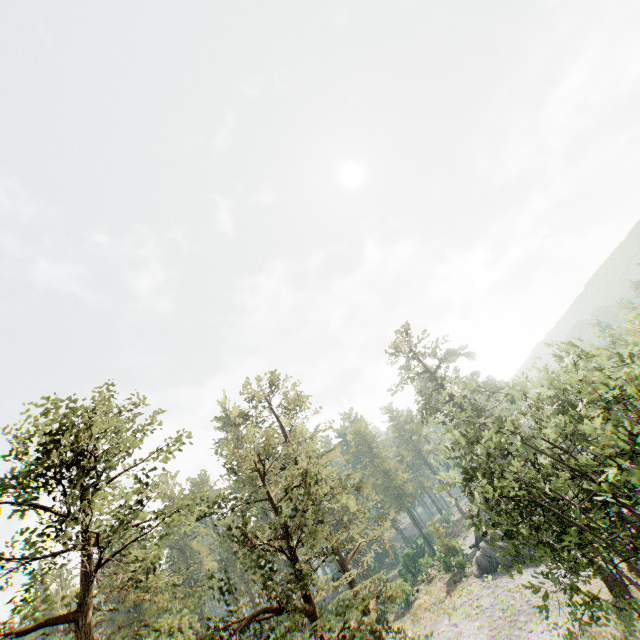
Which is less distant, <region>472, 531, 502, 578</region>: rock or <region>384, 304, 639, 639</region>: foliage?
<region>384, 304, 639, 639</region>: foliage

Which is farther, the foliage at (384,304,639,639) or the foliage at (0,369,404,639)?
the foliage at (384,304,639,639)

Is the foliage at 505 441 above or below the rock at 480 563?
above

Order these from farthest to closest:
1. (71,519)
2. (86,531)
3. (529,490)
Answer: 1. (529,490)
2. (71,519)
3. (86,531)

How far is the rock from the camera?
39.2m

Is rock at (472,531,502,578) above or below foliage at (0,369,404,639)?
below
